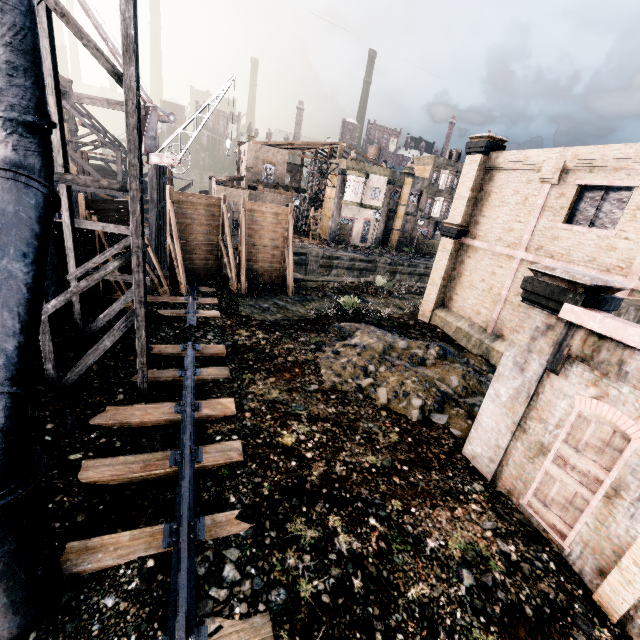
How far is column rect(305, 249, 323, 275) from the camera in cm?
3472

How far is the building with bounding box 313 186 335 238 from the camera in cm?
4622

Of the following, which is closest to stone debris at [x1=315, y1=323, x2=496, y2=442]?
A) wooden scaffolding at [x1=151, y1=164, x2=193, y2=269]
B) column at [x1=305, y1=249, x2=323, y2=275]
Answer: column at [x1=305, y1=249, x2=323, y2=275]

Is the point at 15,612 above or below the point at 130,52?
below

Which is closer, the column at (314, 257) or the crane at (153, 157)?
the crane at (153, 157)

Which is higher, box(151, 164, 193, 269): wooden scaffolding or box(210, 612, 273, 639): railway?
box(151, 164, 193, 269): wooden scaffolding

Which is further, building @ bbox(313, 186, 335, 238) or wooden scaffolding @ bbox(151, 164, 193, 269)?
building @ bbox(313, 186, 335, 238)

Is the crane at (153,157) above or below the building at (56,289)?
above
